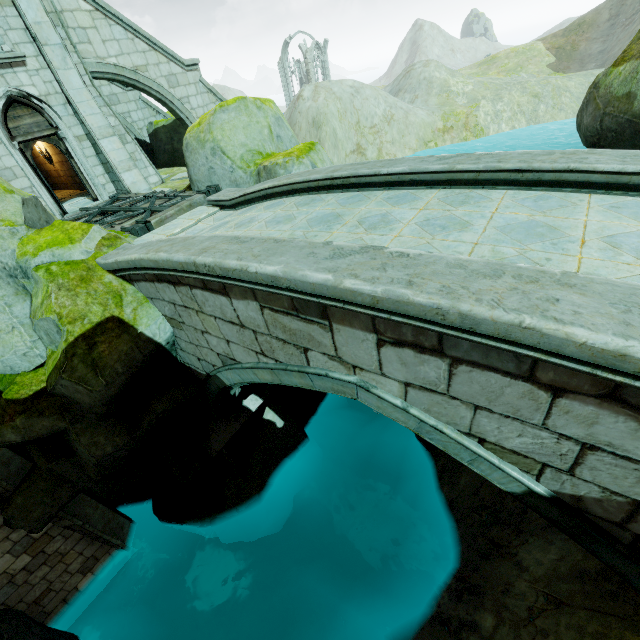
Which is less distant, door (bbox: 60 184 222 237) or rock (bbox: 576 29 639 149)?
rock (bbox: 576 29 639 149)

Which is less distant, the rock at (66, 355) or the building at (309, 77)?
the rock at (66, 355)

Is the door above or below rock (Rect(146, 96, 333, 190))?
below

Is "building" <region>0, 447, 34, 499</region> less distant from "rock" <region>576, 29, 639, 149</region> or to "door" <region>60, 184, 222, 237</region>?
"door" <region>60, 184, 222, 237</region>

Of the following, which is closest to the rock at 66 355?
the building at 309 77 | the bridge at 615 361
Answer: the bridge at 615 361

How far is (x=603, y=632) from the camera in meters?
4.4 m

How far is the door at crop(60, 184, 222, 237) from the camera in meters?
7.9

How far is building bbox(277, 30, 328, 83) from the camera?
56.2m
